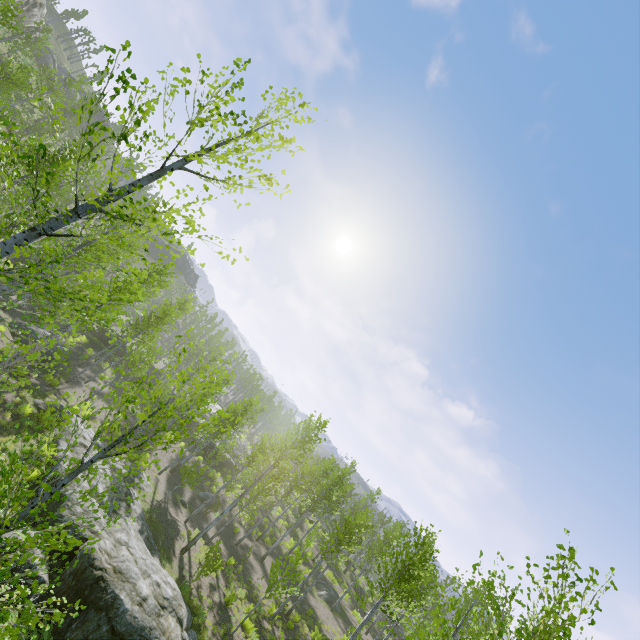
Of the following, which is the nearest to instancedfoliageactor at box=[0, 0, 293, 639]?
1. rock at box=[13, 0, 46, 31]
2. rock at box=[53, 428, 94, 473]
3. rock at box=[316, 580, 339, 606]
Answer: rock at box=[316, 580, 339, 606]

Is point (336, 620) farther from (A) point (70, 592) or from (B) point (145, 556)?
(A) point (70, 592)

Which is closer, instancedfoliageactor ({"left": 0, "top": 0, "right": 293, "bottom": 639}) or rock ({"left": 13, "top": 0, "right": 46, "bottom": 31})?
instancedfoliageactor ({"left": 0, "top": 0, "right": 293, "bottom": 639})

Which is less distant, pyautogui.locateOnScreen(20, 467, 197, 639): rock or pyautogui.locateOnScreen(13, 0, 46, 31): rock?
pyautogui.locateOnScreen(20, 467, 197, 639): rock

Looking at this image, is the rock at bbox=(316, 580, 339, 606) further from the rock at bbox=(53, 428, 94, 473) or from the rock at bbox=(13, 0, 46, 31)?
the rock at bbox=(13, 0, 46, 31)

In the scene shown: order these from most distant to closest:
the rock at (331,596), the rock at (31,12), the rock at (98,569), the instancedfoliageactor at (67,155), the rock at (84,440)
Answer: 1. the rock at (31,12)
2. the rock at (331,596)
3. the rock at (84,440)
4. the rock at (98,569)
5. the instancedfoliageactor at (67,155)

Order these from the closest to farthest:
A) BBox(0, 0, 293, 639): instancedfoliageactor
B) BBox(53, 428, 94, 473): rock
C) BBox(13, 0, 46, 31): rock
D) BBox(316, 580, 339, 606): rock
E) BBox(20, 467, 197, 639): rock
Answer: BBox(0, 0, 293, 639): instancedfoliageactor < BBox(20, 467, 197, 639): rock < BBox(53, 428, 94, 473): rock < BBox(316, 580, 339, 606): rock < BBox(13, 0, 46, 31): rock

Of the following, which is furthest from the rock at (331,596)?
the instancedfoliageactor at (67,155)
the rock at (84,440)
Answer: the rock at (84,440)
